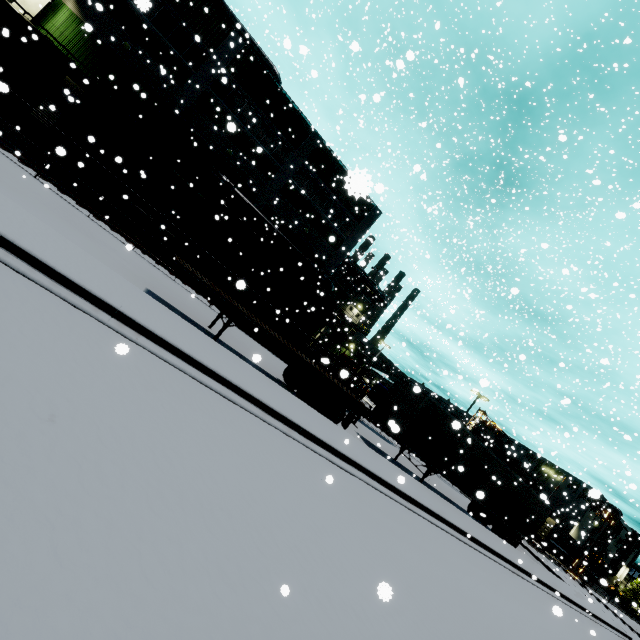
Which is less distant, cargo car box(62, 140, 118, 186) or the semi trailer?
the semi trailer

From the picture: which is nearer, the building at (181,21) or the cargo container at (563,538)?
the building at (181,21)

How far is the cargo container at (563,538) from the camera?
47.66m

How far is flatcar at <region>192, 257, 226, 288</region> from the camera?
20.0m

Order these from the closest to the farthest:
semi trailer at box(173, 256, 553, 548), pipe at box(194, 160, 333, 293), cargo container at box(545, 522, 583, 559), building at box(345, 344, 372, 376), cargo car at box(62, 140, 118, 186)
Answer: semi trailer at box(173, 256, 553, 548) → cargo car at box(62, 140, 118, 186) → pipe at box(194, 160, 333, 293) → building at box(345, 344, 372, 376) → cargo container at box(545, 522, 583, 559)

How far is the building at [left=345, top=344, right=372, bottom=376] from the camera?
41.1 meters

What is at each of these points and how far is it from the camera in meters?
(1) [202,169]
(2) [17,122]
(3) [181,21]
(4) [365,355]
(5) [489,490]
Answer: (1) pipe, 22.2
(2) flatcar, 15.4
(3) building, 20.8
(4) building, 42.2
(5) semi trailer, 19.0

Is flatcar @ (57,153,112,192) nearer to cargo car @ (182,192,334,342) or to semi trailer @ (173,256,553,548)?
cargo car @ (182,192,334,342)
